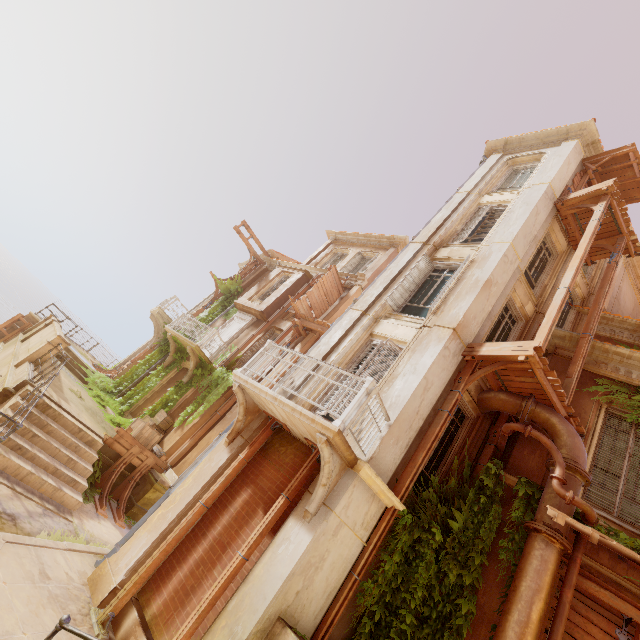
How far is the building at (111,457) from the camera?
10.3 meters

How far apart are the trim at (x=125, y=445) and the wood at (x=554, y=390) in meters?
10.5 m

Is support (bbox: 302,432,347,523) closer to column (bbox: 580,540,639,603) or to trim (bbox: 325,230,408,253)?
column (bbox: 580,540,639,603)

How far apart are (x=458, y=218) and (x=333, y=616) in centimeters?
1204cm

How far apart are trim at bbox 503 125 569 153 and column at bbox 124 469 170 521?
19.4m

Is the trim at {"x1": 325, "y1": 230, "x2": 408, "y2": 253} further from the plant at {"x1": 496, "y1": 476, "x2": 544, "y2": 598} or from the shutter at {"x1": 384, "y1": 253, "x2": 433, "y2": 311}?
the shutter at {"x1": 384, "y1": 253, "x2": 433, "y2": 311}

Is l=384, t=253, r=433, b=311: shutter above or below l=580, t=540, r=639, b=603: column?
above

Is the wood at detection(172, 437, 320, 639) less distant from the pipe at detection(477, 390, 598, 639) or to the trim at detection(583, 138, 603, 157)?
the pipe at detection(477, 390, 598, 639)
